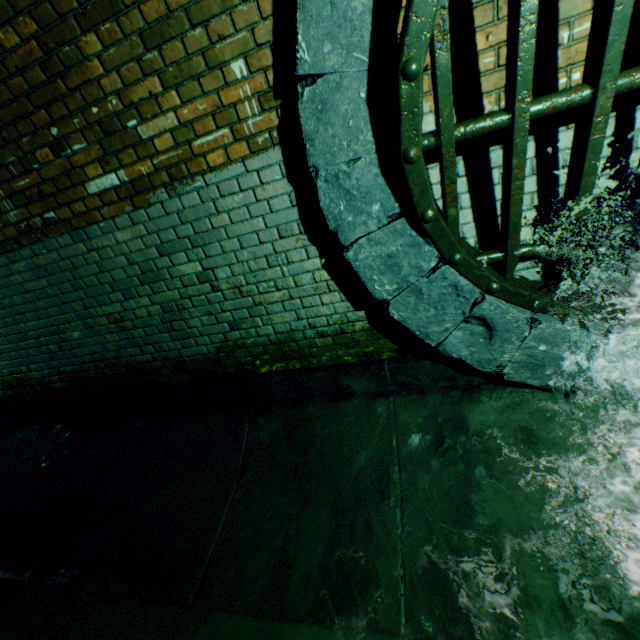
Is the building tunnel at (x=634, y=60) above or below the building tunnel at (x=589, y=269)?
above

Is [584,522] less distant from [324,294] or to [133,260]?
[324,294]

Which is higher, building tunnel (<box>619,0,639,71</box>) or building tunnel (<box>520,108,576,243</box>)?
building tunnel (<box>619,0,639,71</box>)

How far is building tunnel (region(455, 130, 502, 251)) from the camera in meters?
1.8

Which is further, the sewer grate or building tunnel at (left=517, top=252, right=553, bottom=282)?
building tunnel at (left=517, top=252, right=553, bottom=282)

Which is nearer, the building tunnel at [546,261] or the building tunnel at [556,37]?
the building tunnel at [556,37]
